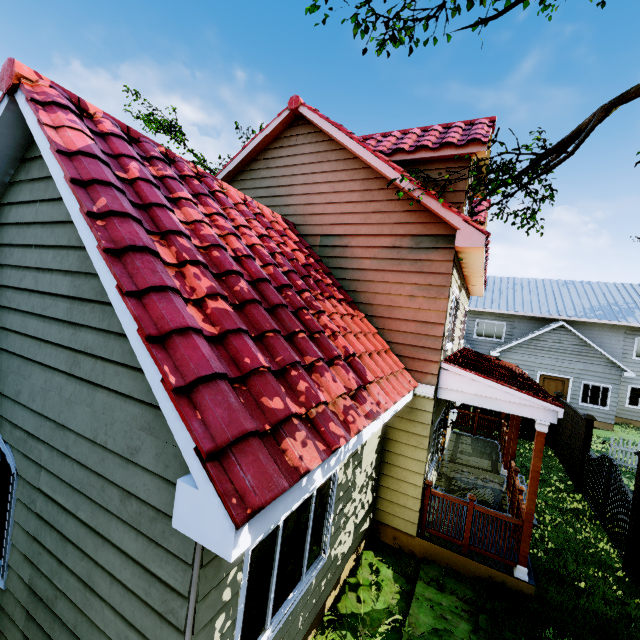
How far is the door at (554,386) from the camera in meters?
19.0

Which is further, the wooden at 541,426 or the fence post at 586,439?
the fence post at 586,439

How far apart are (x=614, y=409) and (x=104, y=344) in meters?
24.3 m

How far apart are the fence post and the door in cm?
1068

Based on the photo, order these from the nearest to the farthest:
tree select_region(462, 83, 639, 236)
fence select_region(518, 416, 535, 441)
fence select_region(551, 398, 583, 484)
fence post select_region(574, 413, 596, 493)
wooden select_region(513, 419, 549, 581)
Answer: tree select_region(462, 83, 639, 236), wooden select_region(513, 419, 549, 581), fence post select_region(574, 413, 596, 493), fence select_region(551, 398, 583, 484), fence select_region(518, 416, 535, 441)

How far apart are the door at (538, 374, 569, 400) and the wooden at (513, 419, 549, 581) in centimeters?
1686cm

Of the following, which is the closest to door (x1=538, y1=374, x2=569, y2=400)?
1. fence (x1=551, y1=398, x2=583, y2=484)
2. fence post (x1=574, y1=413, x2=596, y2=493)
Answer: fence (x1=551, y1=398, x2=583, y2=484)

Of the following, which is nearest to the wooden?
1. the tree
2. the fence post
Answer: the tree
